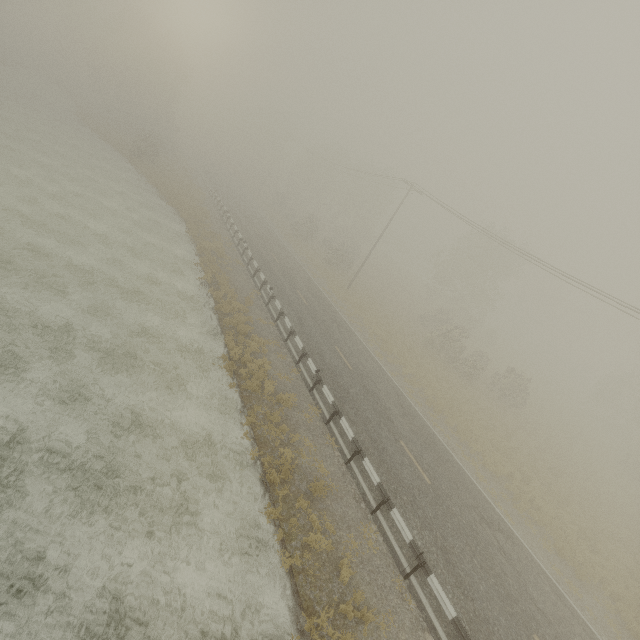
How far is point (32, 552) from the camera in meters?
7.0
